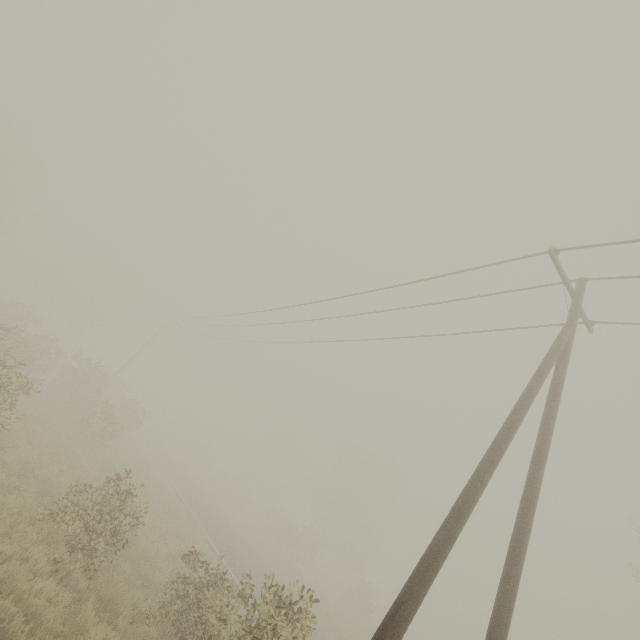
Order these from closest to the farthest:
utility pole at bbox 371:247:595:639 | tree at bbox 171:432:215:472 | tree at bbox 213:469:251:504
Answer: utility pole at bbox 371:247:595:639, tree at bbox 213:469:251:504, tree at bbox 171:432:215:472

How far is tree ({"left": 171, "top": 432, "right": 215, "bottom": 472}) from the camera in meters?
50.0

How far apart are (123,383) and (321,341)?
29.1m

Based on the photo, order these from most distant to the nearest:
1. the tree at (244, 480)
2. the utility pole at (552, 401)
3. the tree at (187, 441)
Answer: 1. the tree at (187, 441)
2. the tree at (244, 480)
3. the utility pole at (552, 401)

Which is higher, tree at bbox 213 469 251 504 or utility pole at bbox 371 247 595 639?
utility pole at bbox 371 247 595 639

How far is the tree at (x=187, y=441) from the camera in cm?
5004
